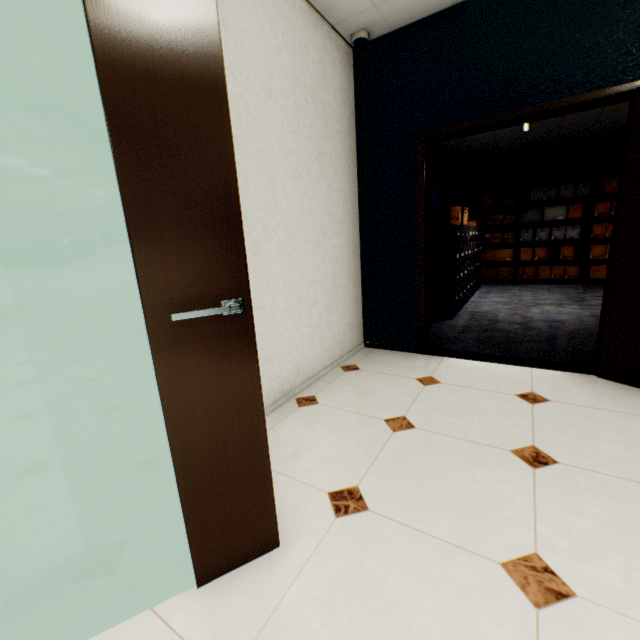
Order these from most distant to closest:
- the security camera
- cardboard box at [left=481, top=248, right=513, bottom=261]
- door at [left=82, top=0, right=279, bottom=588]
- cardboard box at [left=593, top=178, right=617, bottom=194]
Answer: cardboard box at [left=481, top=248, right=513, bottom=261]
cardboard box at [left=593, top=178, right=617, bottom=194]
the security camera
door at [left=82, top=0, right=279, bottom=588]

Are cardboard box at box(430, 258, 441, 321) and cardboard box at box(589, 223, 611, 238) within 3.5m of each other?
no

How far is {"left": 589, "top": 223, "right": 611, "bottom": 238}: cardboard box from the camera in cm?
641

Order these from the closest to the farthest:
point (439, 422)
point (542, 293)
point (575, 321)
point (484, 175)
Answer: point (439, 422) → point (575, 321) → point (542, 293) → point (484, 175)

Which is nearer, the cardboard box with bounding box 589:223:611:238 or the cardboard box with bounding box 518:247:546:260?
the cardboard box with bounding box 589:223:611:238

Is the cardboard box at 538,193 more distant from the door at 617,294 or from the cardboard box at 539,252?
the door at 617,294

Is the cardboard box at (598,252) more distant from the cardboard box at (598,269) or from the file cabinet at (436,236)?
the file cabinet at (436,236)

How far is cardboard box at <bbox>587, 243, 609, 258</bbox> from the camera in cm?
649
